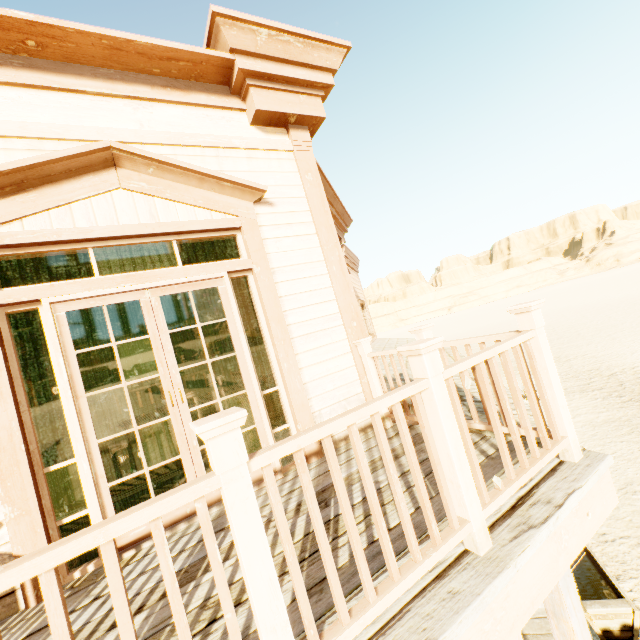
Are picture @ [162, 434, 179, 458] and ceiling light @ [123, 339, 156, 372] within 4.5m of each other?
yes

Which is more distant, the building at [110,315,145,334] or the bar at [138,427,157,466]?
Answer: the bar at [138,427,157,466]

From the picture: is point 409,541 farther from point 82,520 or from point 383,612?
point 82,520

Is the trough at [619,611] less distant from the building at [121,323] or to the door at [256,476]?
the building at [121,323]

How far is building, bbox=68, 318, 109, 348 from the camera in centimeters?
730cm

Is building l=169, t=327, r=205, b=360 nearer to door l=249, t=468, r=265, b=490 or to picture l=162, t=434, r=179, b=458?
door l=249, t=468, r=265, b=490

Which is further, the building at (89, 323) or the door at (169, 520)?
the building at (89, 323)
